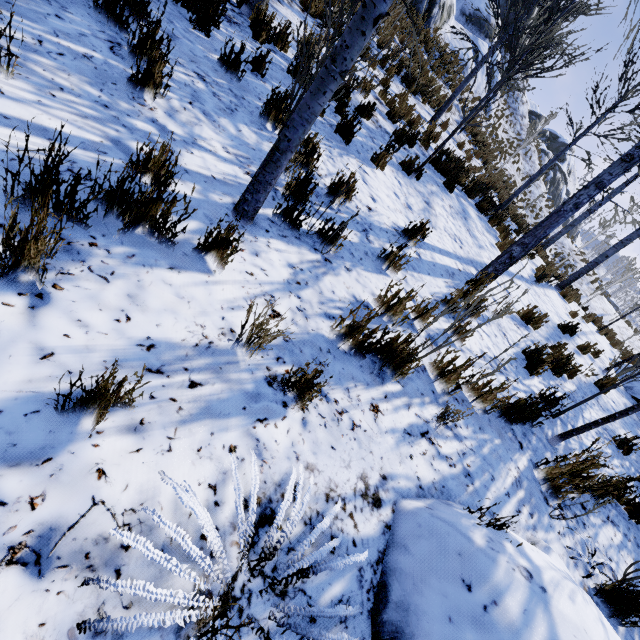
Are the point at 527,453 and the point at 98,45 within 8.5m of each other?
yes

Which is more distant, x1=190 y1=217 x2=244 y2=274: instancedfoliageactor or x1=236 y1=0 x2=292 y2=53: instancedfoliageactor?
x1=236 y1=0 x2=292 y2=53: instancedfoliageactor

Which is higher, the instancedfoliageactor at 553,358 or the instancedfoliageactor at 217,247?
the instancedfoliageactor at 553,358

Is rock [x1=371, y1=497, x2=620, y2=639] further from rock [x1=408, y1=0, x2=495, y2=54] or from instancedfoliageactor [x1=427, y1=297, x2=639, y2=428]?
rock [x1=408, y1=0, x2=495, y2=54]

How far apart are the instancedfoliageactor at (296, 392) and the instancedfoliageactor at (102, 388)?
0.8 meters

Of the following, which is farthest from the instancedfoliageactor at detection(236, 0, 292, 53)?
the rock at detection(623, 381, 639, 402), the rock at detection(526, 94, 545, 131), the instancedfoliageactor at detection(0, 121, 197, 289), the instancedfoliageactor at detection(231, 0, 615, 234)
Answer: the rock at detection(526, 94, 545, 131)

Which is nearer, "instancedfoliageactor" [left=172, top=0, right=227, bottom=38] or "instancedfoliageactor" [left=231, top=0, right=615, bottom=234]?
"instancedfoliageactor" [left=231, top=0, right=615, bottom=234]
